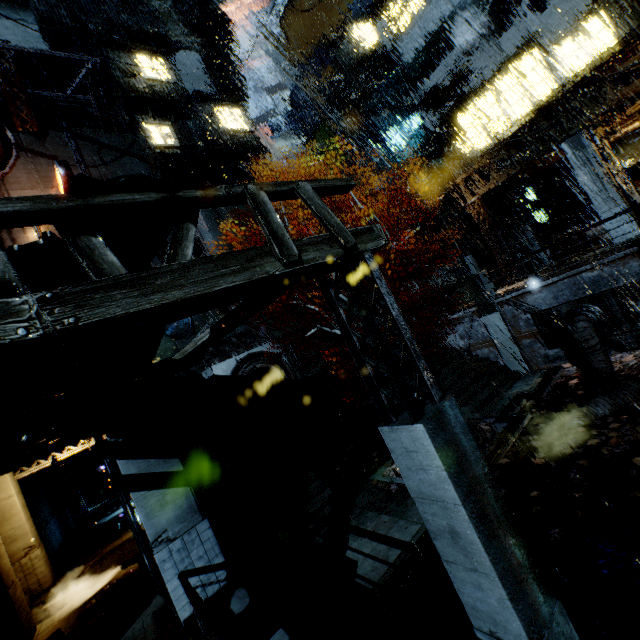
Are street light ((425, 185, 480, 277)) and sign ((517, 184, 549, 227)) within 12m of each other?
yes

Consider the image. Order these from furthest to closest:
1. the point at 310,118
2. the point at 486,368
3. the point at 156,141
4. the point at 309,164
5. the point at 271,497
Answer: the point at 310,118
the point at 309,164
the point at 156,141
the point at 486,368
the point at 271,497

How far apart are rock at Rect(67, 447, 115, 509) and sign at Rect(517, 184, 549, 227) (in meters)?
45.64

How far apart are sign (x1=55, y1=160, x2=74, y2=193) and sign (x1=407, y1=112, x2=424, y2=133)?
25.9 meters

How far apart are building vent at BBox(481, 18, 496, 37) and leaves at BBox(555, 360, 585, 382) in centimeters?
2069cm

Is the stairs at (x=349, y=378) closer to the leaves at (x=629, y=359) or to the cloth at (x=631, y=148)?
the leaves at (x=629, y=359)

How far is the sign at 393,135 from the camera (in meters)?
27.92

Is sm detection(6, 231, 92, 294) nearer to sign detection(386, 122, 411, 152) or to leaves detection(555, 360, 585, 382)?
leaves detection(555, 360, 585, 382)
